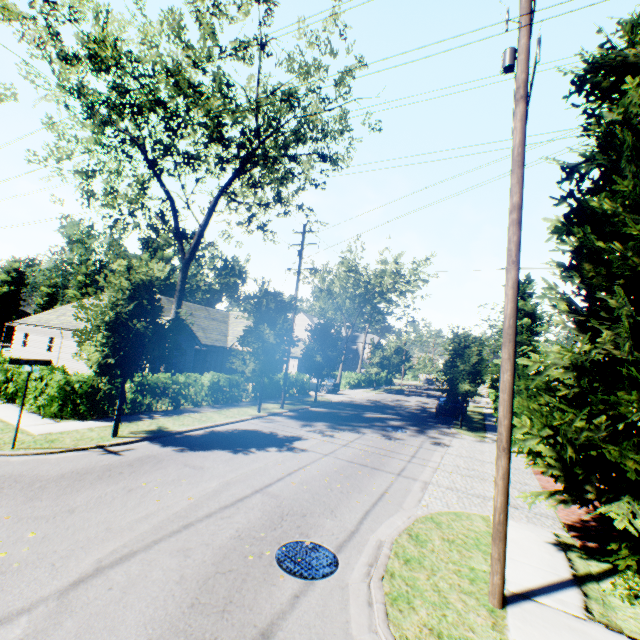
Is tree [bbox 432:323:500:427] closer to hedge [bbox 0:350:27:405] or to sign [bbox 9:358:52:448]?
sign [bbox 9:358:52:448]

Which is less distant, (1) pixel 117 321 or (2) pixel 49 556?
(2) pixel 49 556

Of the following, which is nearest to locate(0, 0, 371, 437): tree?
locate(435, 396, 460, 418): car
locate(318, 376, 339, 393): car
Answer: locate(435, 396, 460, 418): car

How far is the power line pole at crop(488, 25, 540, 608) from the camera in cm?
503

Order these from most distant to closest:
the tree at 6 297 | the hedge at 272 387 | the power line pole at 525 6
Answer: the tree at 6 297 → the hedge at 272 387 → the power line pole at 525 6

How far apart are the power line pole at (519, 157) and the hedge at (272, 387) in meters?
18.8

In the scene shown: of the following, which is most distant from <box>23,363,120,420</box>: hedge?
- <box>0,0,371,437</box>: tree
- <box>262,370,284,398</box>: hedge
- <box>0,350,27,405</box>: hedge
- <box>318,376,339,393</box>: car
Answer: <box>318,376,339,393</box>: car

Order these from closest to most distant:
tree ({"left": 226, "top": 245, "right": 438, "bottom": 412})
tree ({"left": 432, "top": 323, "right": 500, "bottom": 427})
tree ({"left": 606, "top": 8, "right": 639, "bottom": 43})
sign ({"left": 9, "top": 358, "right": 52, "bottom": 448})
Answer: tree ({"left": 606, "top": 8, "right": 639, "bottom": 43}) → sign ({"left": 9, "top": 358, "right": 52, "bottom": 448}) → tree ({"left": 226, "top": 245, "right": 438, "bottom": 412}) → tree ({"left": 432, "top": 323, "right": 500, "bottom": 427})
